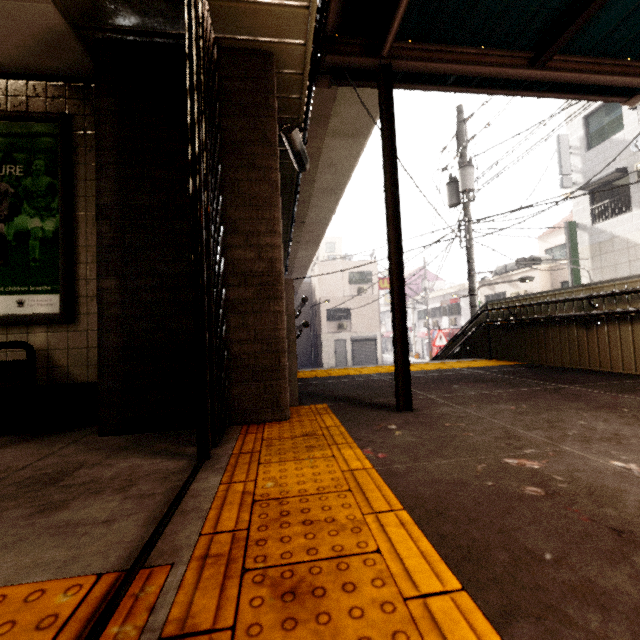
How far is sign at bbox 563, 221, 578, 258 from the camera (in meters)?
13.27

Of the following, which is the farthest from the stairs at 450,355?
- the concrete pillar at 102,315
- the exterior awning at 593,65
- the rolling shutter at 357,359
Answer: the rolling shutter at 357,359

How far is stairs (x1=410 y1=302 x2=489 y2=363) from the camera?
6.6 meters

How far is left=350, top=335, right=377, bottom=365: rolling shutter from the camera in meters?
26.2

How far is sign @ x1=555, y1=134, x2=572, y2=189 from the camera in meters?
13.4 m

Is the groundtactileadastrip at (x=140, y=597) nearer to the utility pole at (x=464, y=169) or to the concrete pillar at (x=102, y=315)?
the concrete pillar at (x=102, y=315)

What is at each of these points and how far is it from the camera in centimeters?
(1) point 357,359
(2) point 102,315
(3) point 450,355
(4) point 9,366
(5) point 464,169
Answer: (1) rolling shutter, 2628cm
(2) concrete pillar, 234cm
(3) stairs, 780cm
(4) bench, 233cm
(5) utility pole, 911cm

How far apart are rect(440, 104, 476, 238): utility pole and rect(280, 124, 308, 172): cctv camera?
6.7m
